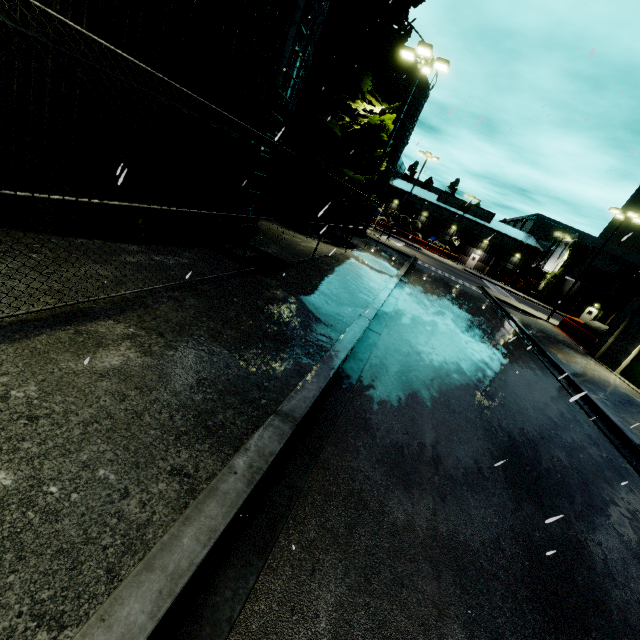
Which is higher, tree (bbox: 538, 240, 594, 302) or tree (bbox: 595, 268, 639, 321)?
tree (bbox: 538, 240, 594, 302)

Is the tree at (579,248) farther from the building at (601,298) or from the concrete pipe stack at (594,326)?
the concrete pipe stack at (594,326)

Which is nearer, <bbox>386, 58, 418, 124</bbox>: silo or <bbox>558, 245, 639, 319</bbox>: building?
<bbox>386, 58, 418, 124</bbox>: silo

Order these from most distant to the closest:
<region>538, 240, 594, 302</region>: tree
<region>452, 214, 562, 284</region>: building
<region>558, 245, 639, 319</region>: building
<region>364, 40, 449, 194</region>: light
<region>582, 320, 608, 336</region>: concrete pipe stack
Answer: <region>452, 214, 562, 284</region>: building → <region>538, 240, 594, 302</region>: tree → <region>558, 245, 639, 319</region>: building → <region>582, 320, 608, 336</region>: concrete pipe stack → <region>364, 40, 449, 194</region>: light

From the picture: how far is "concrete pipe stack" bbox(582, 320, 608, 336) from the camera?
22.7m

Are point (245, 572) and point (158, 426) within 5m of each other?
yes

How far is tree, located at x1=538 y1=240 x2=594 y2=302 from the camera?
46.4 meters

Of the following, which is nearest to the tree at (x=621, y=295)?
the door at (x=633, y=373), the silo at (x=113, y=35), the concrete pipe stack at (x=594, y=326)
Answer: the silo at (x=113, y=35)
